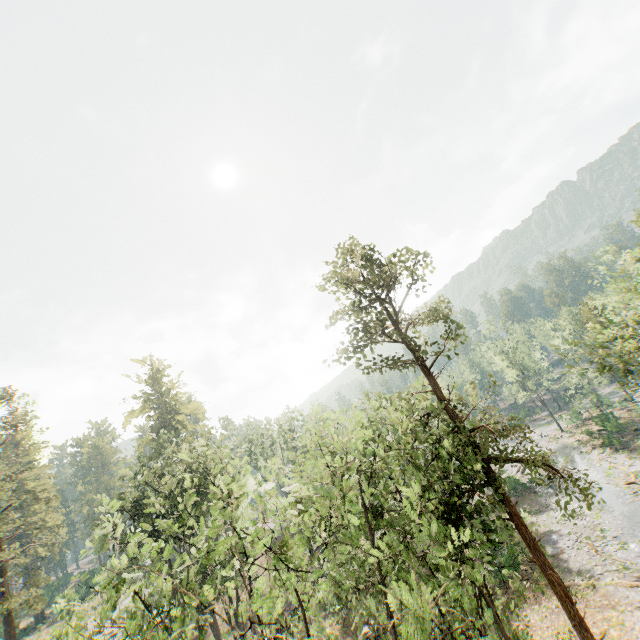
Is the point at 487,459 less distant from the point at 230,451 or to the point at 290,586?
the point at 290,586

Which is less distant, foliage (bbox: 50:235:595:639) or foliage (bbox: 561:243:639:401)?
foliage (bbox: 50:235:595:639)

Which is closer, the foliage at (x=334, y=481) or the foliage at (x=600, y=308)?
the foliage at (x=334, y=481)
